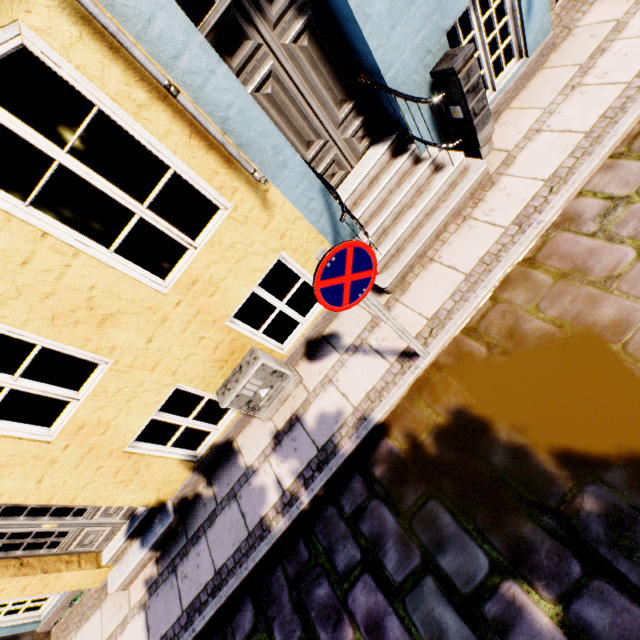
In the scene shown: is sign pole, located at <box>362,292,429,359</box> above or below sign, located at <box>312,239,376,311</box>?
below

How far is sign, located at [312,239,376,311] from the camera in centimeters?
216cm

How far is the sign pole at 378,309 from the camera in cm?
260

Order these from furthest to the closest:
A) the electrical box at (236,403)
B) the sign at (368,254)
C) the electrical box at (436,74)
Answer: the electrical box at (236,403), the electrical box at (436,74), the sign at (368,254)

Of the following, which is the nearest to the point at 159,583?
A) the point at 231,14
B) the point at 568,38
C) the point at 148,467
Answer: the point at 148,467

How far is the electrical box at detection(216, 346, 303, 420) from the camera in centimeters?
389cm

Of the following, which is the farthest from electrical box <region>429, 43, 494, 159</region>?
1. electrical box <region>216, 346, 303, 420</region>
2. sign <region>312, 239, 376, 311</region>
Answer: electrical box <region>216, 346, 303, 420</region>

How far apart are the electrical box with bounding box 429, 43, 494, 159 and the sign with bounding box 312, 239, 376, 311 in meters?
2.5 m
